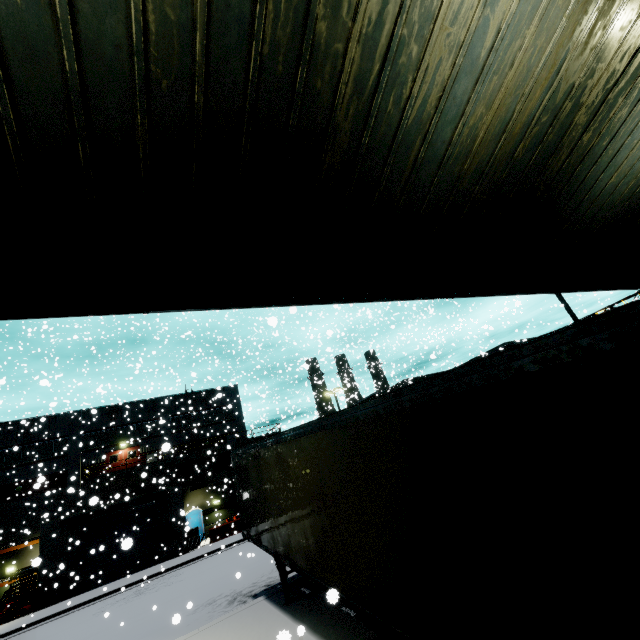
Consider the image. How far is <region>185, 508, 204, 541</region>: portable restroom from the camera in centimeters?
3034cm

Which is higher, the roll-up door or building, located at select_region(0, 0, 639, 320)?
building, located at select_region(0, 0, 639, 320)

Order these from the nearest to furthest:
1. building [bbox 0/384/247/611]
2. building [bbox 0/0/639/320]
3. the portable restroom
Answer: building [bbox 0/0/639/320]
building [bbox 0/384/247/611]
the portable restroom

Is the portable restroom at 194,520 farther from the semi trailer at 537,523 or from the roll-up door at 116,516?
the roll-up door at 116,516

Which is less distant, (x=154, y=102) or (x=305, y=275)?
(x=154, y=102)

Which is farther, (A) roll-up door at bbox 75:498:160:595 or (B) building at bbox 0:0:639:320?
(A) roll-up door at bbox 75:498:160:595

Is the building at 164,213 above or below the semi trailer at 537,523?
above

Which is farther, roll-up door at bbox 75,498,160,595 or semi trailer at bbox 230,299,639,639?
roll-up door at bbox 75,498,160,595
